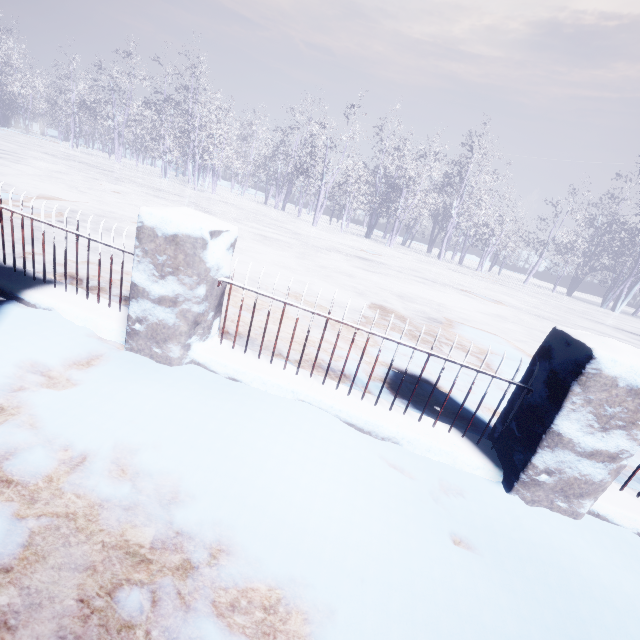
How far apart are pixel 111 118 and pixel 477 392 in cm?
4661
